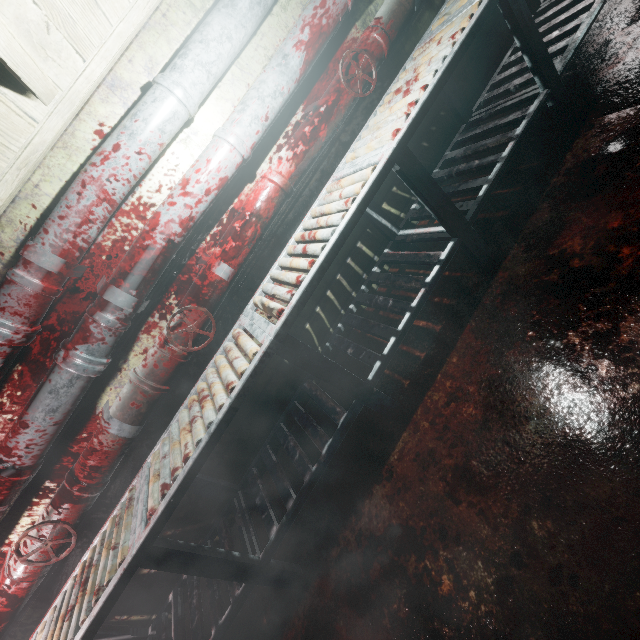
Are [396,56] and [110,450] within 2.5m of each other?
no

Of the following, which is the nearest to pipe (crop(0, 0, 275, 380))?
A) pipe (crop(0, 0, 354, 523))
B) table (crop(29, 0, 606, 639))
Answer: pipe (crop(0, 0, 354, 523))

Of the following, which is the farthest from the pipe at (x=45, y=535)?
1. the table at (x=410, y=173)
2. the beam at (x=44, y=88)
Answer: the beam at (x=44, y=88)

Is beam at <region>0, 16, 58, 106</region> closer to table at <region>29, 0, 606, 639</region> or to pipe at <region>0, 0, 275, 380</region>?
pipe at <region>0, 0, 275, 380</region>

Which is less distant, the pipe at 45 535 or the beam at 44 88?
the beam at 44 88

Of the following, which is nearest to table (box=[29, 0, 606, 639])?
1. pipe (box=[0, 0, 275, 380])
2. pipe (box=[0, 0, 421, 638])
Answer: pipe (box=[0, 0, 421, 638])

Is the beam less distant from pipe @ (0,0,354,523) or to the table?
pipe @ (0,0,354,523)

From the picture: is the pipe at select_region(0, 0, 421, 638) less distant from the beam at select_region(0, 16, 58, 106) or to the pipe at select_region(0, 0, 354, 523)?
the pipe at select_region(0, 0, 354, 523)
